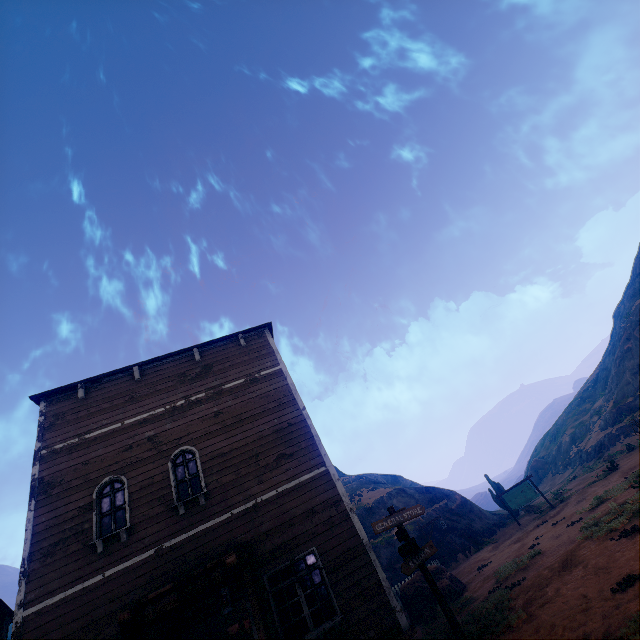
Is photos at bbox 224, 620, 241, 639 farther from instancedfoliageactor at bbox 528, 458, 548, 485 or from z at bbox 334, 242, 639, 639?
instancedfoliageactor at bbox 528, 458, 548, 485

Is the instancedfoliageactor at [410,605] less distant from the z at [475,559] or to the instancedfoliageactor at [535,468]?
the z at [475,559]

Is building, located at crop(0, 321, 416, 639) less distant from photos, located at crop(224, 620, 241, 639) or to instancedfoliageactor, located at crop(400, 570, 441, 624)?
photos, located at crop(224, 620, 241, 639)

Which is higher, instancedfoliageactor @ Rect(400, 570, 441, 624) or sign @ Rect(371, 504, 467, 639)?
sign @ Rect(371, 504, 467, 639)

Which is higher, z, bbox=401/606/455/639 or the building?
the building

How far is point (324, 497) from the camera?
9.2m

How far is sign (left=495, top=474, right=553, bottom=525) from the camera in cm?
2274

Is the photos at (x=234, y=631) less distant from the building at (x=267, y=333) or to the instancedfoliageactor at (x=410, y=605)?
the building at (x=267, y=333)
